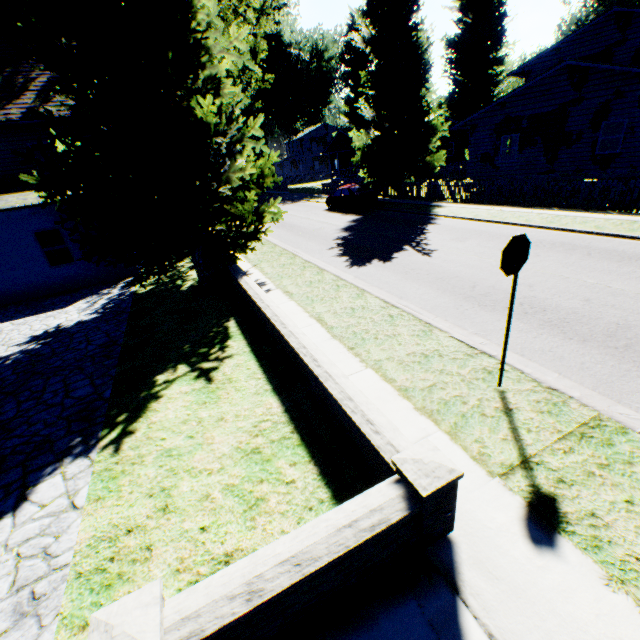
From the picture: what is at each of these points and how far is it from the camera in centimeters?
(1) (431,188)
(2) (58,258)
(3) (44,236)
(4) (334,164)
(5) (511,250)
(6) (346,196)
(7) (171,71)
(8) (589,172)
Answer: (1) fence, 2220cm
(2) curtain, 1349cm
(3) curtain, 1297cm
(4) house, 5403cm
(5) sign, 400cm
(6) car, 2309cm
(7) plant, 717cm
(8) house, 1833cm

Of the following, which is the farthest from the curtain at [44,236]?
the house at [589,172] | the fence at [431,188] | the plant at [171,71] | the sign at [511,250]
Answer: the house at [589,172]

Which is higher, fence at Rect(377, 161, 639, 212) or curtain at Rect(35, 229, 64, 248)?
curtain at Rect(35, 229, 64, 248)

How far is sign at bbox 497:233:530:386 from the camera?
4.0 meters

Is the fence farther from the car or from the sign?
the sign

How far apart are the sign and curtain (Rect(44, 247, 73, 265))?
15.97m

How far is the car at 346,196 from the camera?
22.3m

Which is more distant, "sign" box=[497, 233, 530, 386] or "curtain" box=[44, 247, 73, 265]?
"curtain" box=[44, 247, 73, 265]
